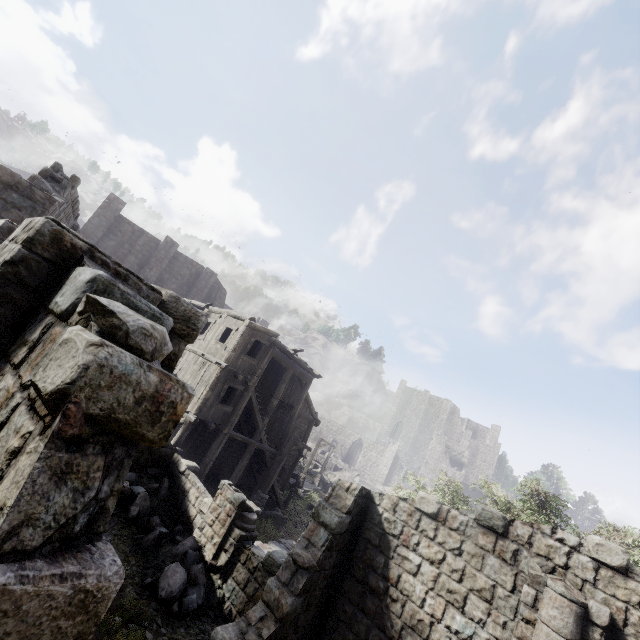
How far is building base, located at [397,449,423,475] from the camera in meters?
56.7

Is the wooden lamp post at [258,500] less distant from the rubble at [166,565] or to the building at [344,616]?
the building at [344,616]

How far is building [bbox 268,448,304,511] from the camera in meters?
20.8

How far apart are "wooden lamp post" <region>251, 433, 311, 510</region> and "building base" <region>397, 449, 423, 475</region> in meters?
45.4

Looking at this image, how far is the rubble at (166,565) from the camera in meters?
9.1 m

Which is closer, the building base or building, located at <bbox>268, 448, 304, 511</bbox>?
building, located at <bbox>268, 448, 304, 511</bbox>

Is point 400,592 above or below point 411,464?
below
